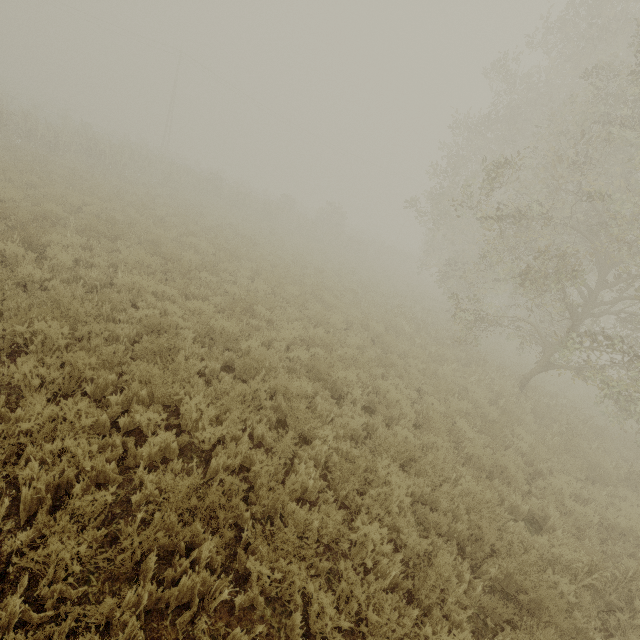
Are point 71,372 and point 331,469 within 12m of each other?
yes
